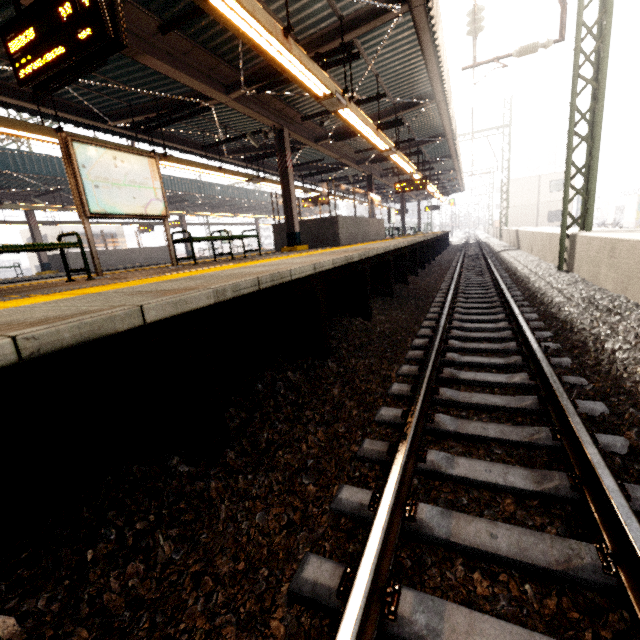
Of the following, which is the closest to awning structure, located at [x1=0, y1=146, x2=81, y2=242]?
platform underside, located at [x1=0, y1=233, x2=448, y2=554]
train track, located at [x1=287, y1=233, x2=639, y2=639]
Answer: platform underside, located at [x1=0, y1=233, x2=448, y2=554]

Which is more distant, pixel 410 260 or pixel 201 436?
pixel 410 260

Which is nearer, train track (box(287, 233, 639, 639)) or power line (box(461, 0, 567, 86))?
train track (box(287, 233, 639, 639))

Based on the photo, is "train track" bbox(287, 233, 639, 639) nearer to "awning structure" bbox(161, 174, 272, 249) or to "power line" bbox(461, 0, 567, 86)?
"power line" bbox(461, 0, 567, 86)

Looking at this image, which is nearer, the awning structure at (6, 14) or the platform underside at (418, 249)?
the platform underside at (418, 249)

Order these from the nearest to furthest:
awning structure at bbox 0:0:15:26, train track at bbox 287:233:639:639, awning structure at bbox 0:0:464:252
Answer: train track at bbox 287:233:639:639 < awning structure at bbox 0:0:15:26 < awning structure at bbox 0:0:464:252

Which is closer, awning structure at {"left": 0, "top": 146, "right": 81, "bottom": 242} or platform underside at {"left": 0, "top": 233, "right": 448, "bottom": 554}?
platform underside at {"left": 0, "top": 233, "right": 448, "bottom": 554}

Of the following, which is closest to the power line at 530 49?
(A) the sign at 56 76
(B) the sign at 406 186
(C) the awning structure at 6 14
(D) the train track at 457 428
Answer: (C) the awning structure at 6 14
